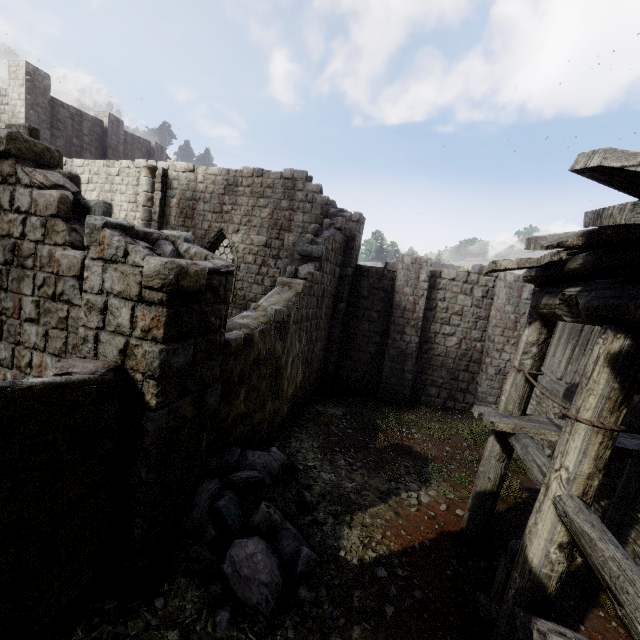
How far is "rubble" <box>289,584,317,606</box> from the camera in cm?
446

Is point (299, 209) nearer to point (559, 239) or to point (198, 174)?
point (198, 174)

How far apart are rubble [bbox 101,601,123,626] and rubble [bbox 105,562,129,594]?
0.2 meters

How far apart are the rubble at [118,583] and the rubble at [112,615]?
0.2 meters

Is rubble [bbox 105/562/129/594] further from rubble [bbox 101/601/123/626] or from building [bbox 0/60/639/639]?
building [bbox 0/60/639/639]

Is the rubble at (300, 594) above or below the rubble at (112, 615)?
below

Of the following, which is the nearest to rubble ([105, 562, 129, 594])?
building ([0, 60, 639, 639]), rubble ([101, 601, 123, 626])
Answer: rubble ([101, 601, 123, 626])

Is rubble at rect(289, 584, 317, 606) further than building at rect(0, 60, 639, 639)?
Yes
